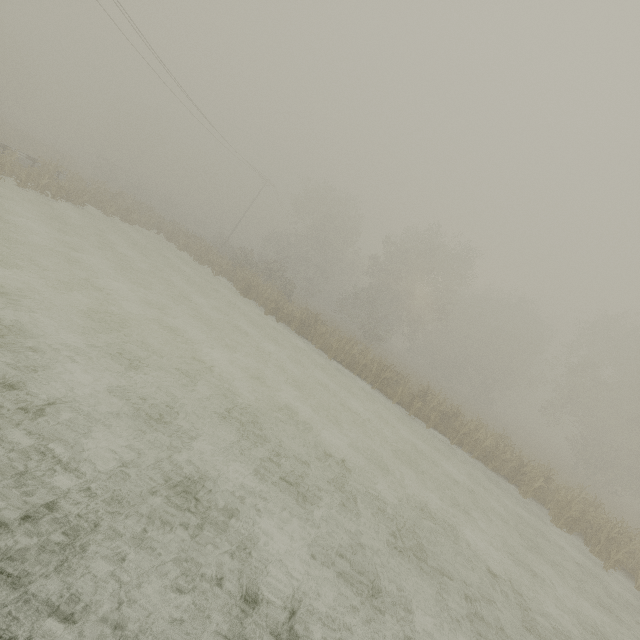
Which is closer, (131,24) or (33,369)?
(33,369)
